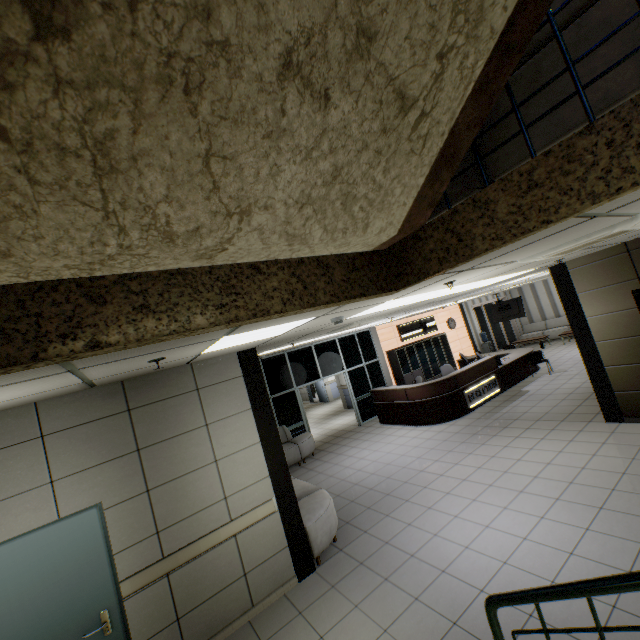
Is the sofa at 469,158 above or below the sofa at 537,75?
below

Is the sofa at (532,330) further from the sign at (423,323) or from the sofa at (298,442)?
the sofa at (298,442)

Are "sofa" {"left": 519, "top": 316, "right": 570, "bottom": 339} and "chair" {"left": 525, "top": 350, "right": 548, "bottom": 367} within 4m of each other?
no

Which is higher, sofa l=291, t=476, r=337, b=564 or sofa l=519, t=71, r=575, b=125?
sofa l=519, t=71, r=575, b=125

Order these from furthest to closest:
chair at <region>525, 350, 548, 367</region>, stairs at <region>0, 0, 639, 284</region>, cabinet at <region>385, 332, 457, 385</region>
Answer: cabinet at <region>385, 332, 457, 385</region>
chair at <region>525, 350, 548, 367</region>
stairs at <region>0, 0, 639, 284</region>

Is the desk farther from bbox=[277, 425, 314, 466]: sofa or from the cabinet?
bbox=[277, 425, 314, 466]: sofa

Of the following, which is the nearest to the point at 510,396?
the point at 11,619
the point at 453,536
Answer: the point at 453,536

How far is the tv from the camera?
Answer: 13.32m
